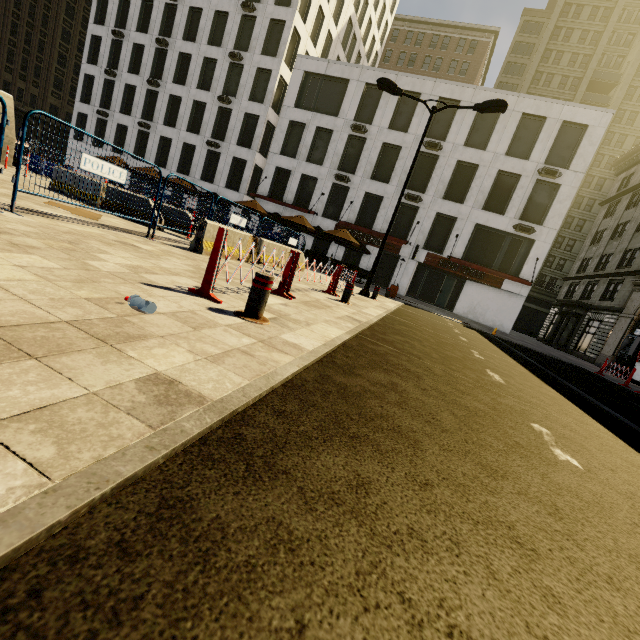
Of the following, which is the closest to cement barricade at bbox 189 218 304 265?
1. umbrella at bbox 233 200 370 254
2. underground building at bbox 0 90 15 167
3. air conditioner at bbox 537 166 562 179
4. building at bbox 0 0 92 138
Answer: umbrella at bbox 233 200 370 254

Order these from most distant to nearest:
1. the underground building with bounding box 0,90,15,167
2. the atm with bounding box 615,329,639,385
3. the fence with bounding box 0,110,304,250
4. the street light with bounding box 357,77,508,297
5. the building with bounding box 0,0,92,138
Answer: the building with bounding box 0,0,92,138
the atm with bounding box 615,329,639,385
the underground building with bounding box 0,90,15,167
the street light with bounding box 357,77,508,297
the fence with bounding box 0,110,304,250

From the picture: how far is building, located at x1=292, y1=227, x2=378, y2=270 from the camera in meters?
26.9

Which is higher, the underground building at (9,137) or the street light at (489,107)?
the street light at (489,107)

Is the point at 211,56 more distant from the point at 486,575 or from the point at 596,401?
the point at 486,575

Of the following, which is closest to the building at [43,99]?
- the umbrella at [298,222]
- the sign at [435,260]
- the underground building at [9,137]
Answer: the underground building at [9,137]

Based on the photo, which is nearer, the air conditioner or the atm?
the atm

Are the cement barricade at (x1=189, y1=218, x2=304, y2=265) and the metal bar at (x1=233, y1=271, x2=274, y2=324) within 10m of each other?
yes
